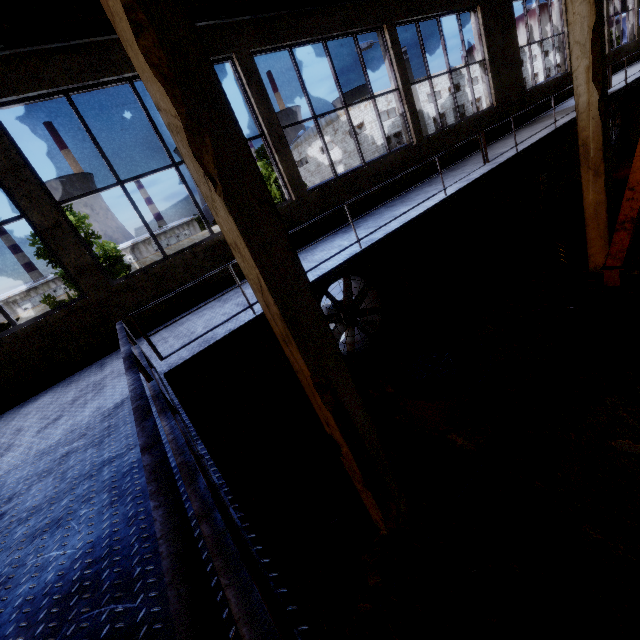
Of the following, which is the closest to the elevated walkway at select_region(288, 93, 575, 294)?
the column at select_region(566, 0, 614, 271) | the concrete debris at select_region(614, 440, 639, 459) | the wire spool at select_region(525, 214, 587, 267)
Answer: the column at select_region(566, 0, 614, 271)

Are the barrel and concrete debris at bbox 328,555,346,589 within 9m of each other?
no

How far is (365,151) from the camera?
38.7 meters

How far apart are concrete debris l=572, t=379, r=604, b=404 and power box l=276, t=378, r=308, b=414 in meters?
5.0

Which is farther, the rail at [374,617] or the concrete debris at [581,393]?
the concrete debris at [581,393]

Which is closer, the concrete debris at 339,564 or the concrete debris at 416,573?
the concrete debris at 416,573

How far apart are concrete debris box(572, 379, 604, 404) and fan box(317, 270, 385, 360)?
4.0 meters

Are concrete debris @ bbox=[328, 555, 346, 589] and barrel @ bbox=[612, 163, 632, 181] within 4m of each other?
no
